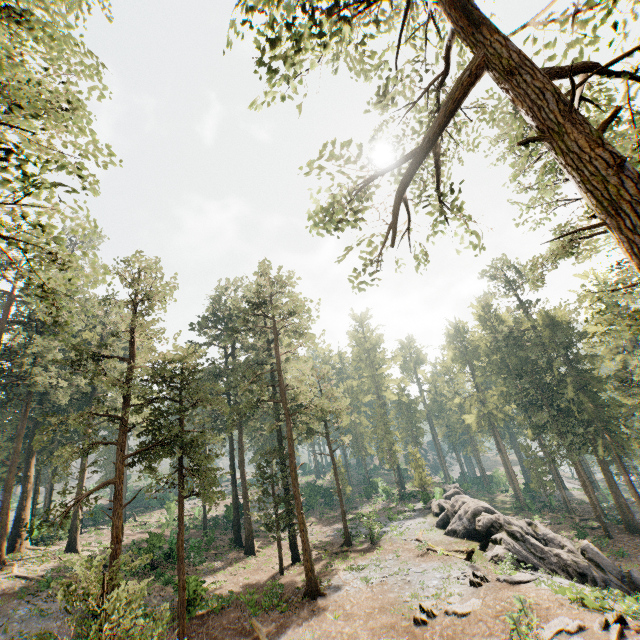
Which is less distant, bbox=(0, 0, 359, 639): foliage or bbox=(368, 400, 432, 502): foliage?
bbox=(0, 0, 359, 639): foliage

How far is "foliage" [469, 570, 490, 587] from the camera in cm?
1819

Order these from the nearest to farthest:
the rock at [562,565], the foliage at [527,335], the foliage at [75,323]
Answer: the foliage at [527,335] < the foliage at [75,323] < the rock at [562,565]

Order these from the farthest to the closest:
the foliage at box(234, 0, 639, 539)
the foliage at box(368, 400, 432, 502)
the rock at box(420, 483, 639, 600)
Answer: the foliage at box(368, 400, 432, 502) < the rock at box(420, 483, 639, 600) < the foliage at box(234, 0, 639, 539)

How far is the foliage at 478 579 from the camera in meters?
18.2

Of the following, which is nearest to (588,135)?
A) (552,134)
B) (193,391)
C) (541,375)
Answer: (552,134)

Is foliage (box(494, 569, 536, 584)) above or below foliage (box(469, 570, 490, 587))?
below
